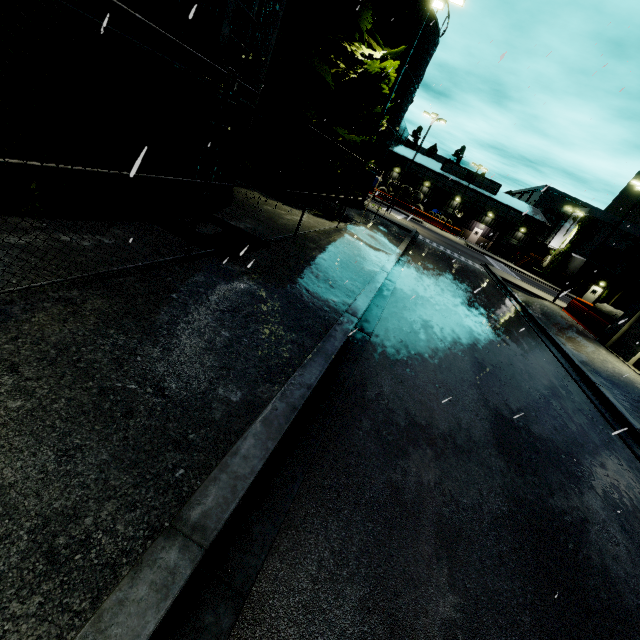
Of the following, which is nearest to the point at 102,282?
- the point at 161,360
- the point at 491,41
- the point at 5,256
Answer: the point at 5,256

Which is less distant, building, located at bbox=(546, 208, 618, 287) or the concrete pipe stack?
the concrete pipe stack

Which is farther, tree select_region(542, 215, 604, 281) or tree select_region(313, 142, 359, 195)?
tree select_region(542, 215, 604, 281)

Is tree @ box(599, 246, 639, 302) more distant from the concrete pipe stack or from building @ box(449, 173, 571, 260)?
the concrete pipe stack

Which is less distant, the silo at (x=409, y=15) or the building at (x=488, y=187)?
the silo at (x=409, y=15)

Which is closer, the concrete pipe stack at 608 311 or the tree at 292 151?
the tree at 292 151

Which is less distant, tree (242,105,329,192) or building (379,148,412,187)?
tree (242,105,329,192)
